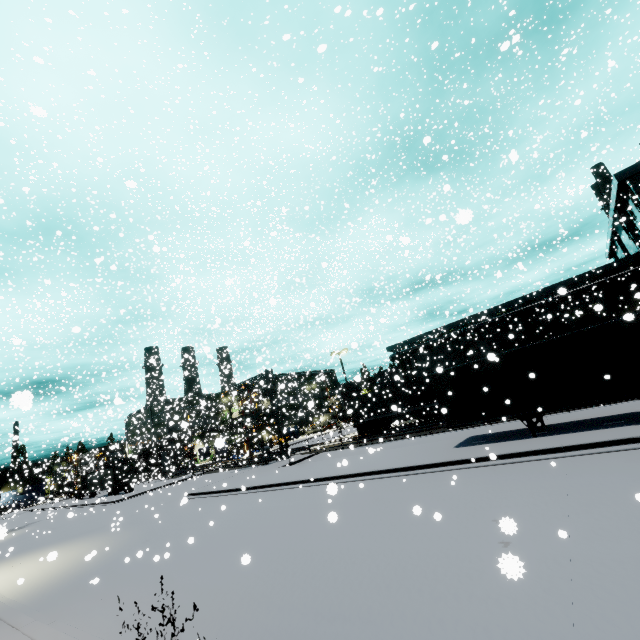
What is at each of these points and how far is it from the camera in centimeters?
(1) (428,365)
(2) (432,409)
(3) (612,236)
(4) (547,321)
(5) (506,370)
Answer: (1) building, 4666cm
(2) flatcar, 2797cm
(3) building, 3950cm
(4) building, 3091cm
(5) semi trailer, 1403cm

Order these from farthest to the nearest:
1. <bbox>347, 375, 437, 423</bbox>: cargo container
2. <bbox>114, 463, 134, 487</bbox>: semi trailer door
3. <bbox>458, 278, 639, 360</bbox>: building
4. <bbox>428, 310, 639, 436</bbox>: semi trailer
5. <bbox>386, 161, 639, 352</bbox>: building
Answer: <bbox>114, 463, 134, 487</bbox>: semi trailer door
<bbox>347, 375, 437, 423</bbox>: cargo container
<bbox>458, 278, 639, 360</bbox>: building
<bbox>386, 161, 639, 352</bbox>: building
<bbox>428, 310, 639, 436</bbox>: semi trailer

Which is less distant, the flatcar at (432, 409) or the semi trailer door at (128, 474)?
the flatcar at (432, 409)

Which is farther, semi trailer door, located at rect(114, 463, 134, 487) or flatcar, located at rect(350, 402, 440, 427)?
semi trailer door, located at rect(114, 463, 134, 487)

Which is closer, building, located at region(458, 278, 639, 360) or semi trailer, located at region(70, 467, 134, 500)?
building, located at region(458, 278, 639, 360)

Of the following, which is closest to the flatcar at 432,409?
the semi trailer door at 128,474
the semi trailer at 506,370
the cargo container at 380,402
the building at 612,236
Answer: the cargo container at 380,402

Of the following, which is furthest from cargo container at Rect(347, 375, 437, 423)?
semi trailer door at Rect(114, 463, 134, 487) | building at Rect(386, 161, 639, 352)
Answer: semi trailer door at Rect(114, 463, 134, 487)

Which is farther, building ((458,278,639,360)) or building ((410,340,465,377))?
building ((410,340,465,377))
